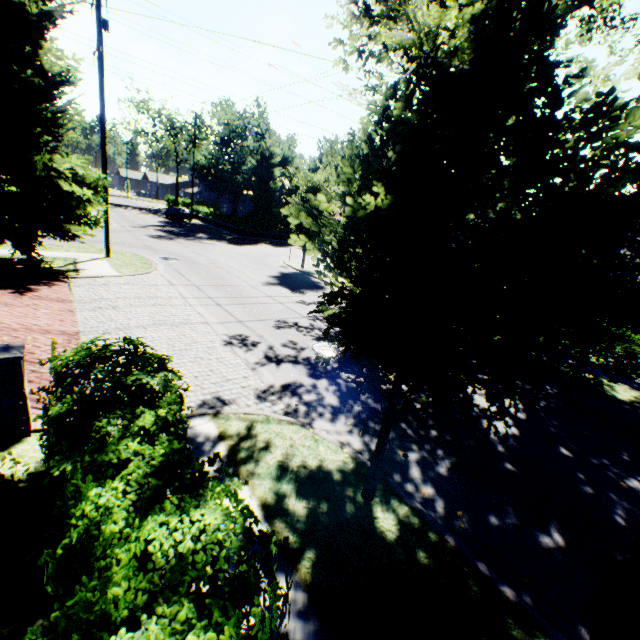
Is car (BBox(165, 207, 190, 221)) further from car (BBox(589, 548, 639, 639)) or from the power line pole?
car (BBox(589, 548, 639, 639))

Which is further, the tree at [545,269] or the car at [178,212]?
the car at [178,212]

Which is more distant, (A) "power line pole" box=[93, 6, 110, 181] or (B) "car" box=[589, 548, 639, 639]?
(A) "power line pole" box=[93, 6, 110, 181]

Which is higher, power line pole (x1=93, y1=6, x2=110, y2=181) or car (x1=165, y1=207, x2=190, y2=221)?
power line pole (x1=93, y1=6, x2=110, y2=181)

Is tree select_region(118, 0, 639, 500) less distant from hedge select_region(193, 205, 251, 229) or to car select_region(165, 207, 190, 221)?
hedge select_region(193, 205, 251, 229)

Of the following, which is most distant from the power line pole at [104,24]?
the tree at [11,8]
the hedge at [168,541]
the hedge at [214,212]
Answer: the hedge at [214,212]

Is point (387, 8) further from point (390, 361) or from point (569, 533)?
point (569, 533)

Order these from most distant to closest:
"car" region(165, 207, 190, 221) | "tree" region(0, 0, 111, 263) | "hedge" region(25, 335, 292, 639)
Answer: "car" region(165, 207, 190, 221), "tree" region(0, 0, 111, 263), "hedge" region(25, 335, 292, 639)
